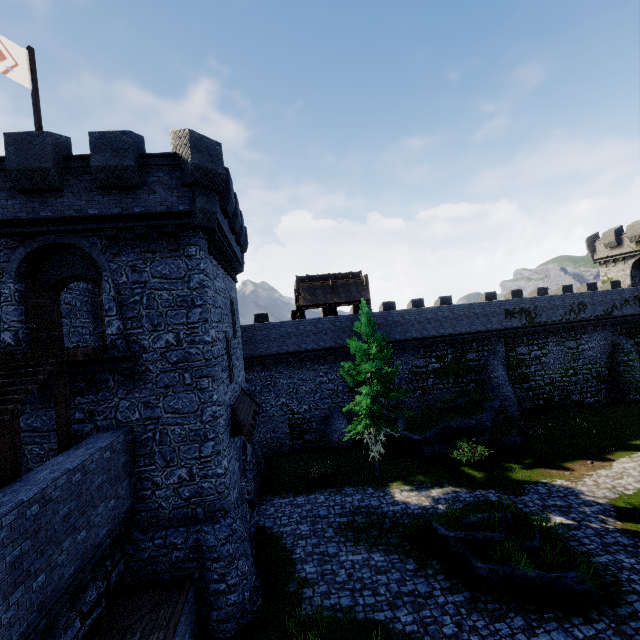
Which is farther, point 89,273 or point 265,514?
point 265,514

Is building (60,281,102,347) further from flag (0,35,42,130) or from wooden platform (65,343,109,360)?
flag (0,35,42,130)

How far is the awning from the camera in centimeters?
1382cm

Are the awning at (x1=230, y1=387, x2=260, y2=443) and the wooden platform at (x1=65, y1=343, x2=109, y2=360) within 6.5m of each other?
yes

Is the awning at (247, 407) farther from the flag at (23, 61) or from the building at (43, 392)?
the flag at (23, 61)

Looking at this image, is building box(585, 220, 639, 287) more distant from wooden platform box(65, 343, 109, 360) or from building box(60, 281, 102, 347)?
wooden platform box(65, 343, 109, 360)

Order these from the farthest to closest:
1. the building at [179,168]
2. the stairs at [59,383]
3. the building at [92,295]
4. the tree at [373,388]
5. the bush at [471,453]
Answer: the bush at [471,453] < the tree at [373,388] < the building at [92,295] < the building at [179,168] < the stairs at [59,383]

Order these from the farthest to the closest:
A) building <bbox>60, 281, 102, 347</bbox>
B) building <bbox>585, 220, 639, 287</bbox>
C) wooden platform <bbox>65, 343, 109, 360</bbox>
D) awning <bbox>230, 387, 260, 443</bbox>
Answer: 1. building <bbox>585, 220, 639, 287</bbox>
2. building <bbox>60, 281, 102, 347</bbox>
3. awning <bbox>230, 387, 260, 443</bbox>
4. wooden platform <bbox>65, 343, 109, 360</bbox>
